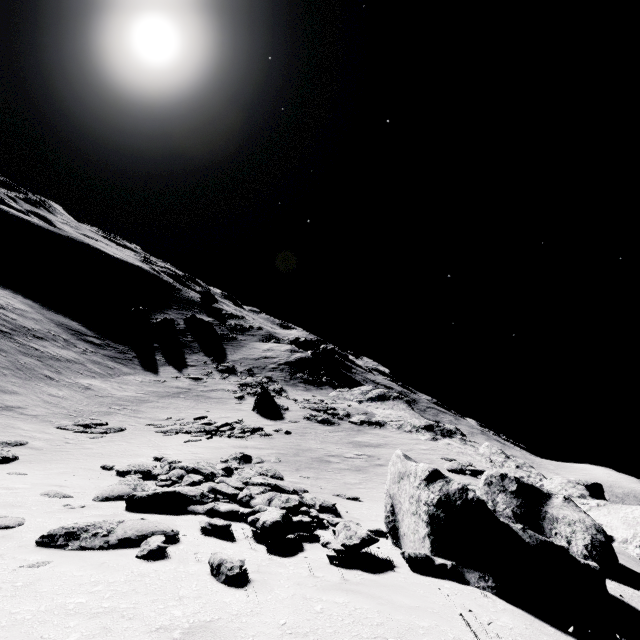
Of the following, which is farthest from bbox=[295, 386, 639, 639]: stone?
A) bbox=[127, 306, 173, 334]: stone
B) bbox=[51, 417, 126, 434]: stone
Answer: bbox=[127, 306, 173, 334]: stone

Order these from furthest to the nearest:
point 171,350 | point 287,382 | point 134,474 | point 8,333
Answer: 1. point 171,350
2. point 287,382
3. point 8,333
4. point 134,474

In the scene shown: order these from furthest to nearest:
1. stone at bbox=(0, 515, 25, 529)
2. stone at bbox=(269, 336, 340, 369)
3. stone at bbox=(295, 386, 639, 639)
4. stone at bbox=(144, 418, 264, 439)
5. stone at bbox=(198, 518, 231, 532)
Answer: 1. stone at bbox=(269, 336, 340, 369)
2. stone at bbox=(144, 418, 264, 439)
3. stone at bbox=(198, 518, 231, 532)
4. stone at bbox=(0, 515, 25, 529)
5. stone at bbox=(295, 386, 639, 639)

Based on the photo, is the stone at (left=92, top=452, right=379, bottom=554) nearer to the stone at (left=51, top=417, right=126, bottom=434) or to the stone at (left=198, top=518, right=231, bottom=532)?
the stone at (left=198, top=518, right=231, bottom=532)

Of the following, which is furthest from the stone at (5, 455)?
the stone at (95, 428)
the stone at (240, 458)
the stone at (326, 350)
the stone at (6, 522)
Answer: the stone at (326, 350)

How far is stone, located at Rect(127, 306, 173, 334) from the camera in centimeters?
4966cm

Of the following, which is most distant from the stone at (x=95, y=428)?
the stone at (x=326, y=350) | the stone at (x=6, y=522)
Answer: the stone at (x=326, y=350)

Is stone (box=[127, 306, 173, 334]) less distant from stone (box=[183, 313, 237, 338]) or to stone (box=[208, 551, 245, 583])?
stone (box=[183, 313, 237, 338])
